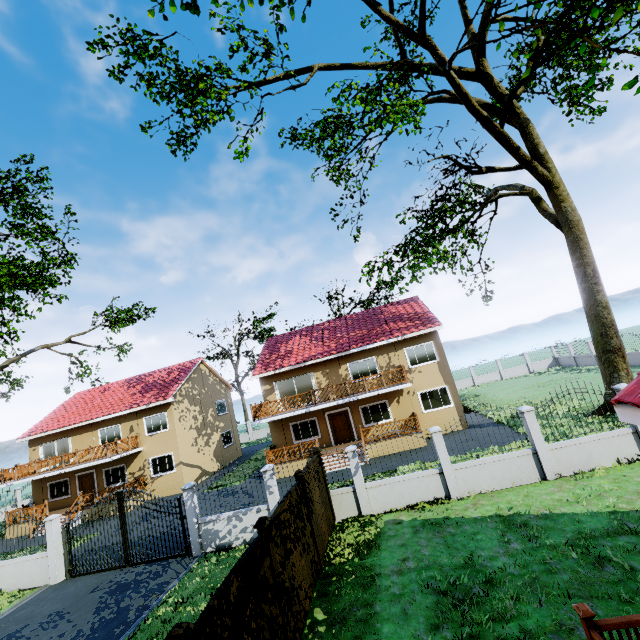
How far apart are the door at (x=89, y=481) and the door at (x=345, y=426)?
18.6m

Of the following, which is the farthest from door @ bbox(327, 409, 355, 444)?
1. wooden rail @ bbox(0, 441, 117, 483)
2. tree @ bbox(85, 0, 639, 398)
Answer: wooden rail @ bbox(0, 441, 117, 483)

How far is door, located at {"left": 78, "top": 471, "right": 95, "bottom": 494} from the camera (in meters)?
24.45

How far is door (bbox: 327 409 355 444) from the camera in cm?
2170

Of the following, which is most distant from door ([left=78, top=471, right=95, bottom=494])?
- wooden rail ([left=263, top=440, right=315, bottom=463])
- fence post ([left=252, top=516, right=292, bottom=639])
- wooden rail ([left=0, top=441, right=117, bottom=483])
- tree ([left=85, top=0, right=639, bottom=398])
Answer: fence post ([left=252, top=516, right=292, bottom=639])

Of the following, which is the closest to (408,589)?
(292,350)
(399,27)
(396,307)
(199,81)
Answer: (399,27)

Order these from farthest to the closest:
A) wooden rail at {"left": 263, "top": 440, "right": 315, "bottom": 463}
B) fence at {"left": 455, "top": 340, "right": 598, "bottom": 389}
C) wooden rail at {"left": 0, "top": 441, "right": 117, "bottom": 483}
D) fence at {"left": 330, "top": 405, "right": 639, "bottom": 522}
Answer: fence at {"left": 455, "top": 340, "right": 598, "bottom": 389} → wooden rail at {"left": 0, "top": 441, "right": 117, "bottom": 483} → wooden rail at {"left": 263, "top": 440, "right": 315, "bottom": 463} → fence at {"left": 330, "top": 405, "right": 639, "bottom": 522}

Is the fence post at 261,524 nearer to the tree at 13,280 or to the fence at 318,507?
the fence at 318,507
